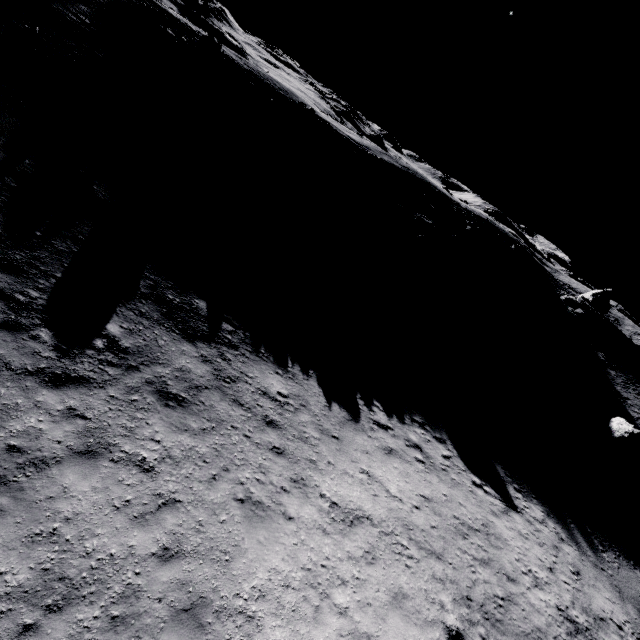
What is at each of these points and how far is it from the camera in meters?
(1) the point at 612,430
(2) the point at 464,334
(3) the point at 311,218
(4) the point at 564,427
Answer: (1) stone, 25.7
(2) stone, 25.3
(3) stone, 22.8
(4) stone, 24.2

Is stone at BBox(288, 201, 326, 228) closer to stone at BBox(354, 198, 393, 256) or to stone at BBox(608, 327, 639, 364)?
stone at BBox(354, 198, 393, 256)

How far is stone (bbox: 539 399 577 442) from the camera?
23.2 meters

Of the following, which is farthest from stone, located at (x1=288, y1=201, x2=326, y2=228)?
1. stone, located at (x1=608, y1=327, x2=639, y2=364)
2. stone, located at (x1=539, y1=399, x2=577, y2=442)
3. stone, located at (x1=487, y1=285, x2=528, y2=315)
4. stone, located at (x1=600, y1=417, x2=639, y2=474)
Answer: stone, located at (x1=608, y1=327, x2=639, y2=364)

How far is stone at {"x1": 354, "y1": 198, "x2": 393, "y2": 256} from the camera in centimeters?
2512cm

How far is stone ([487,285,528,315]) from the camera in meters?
31.3 m

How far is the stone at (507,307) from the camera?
31.3 meters

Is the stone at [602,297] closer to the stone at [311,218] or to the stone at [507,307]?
the stone at [507,307]
